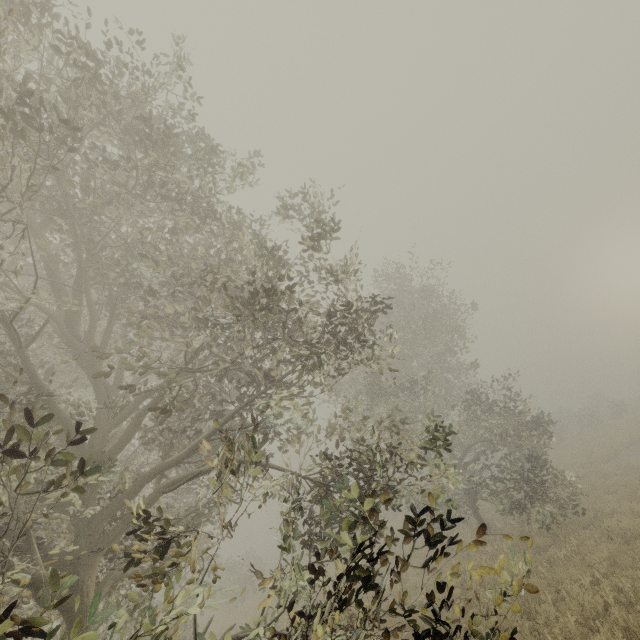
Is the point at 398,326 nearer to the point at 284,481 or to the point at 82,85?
the point at 284,481
